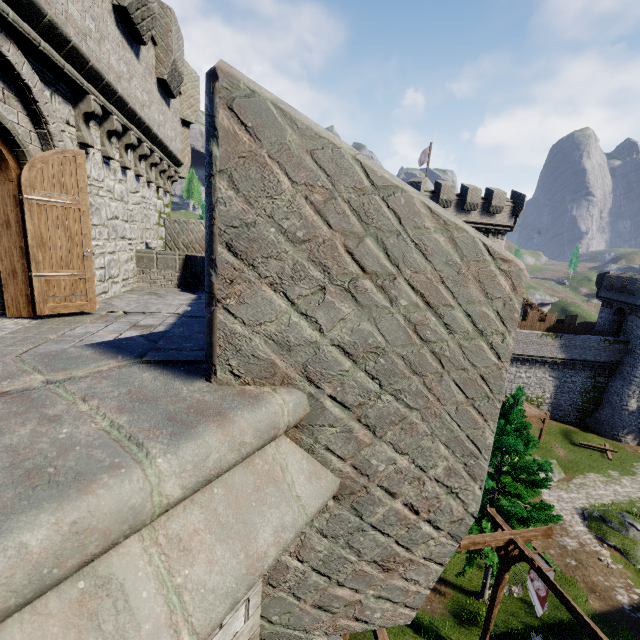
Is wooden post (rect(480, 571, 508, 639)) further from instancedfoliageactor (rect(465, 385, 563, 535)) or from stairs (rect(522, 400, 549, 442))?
stairs (rect(522, 400, 549, 442))

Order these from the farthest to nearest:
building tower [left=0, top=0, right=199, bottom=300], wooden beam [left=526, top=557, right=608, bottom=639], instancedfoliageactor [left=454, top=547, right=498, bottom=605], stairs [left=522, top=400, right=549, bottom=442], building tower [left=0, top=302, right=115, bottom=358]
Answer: stairs [left=522, top=400, right=549, bottom=442] → instancedfoliageactor [left=454, top=547, right=498, bottom=605] → wooden beam [left=526, top=557, right=608, bottom=639] → building tower [left=0, top=0, right=199, bottom=300] → building tower [left=0, top=302, right=115, bottom=358]

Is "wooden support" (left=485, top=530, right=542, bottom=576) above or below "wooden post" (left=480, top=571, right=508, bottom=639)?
above

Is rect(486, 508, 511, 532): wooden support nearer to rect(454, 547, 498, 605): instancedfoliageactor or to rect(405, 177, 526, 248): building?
rect(454, 547, 498, 605): instancedfoliageactor

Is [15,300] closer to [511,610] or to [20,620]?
[20,620]

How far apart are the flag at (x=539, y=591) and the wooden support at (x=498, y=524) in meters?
0.1

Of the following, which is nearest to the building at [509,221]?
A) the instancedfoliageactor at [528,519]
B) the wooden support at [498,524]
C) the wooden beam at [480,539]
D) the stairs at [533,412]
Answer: the stairs at [533,412]

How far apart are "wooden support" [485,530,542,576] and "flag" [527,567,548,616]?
0.1 meters
